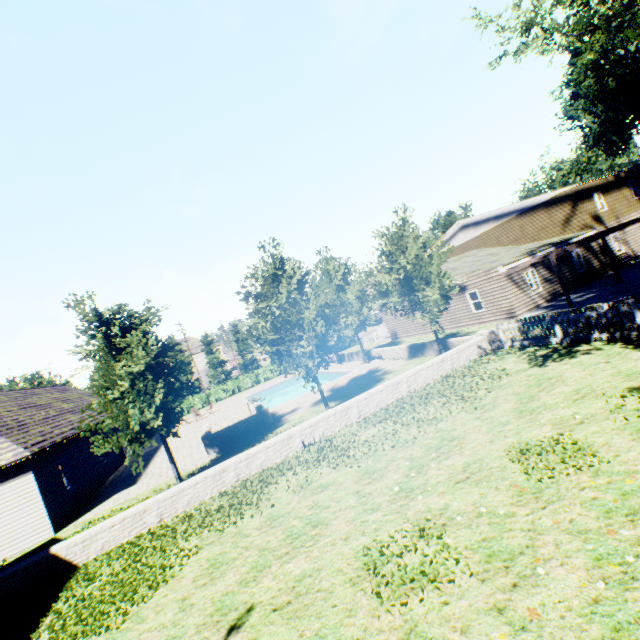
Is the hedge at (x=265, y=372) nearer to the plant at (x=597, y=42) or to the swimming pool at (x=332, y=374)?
the swimming pool at (x=332, y=374)

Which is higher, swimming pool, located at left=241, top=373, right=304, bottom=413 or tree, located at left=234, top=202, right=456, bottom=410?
tree, located at left=234, top=202, right=456, bottom=410

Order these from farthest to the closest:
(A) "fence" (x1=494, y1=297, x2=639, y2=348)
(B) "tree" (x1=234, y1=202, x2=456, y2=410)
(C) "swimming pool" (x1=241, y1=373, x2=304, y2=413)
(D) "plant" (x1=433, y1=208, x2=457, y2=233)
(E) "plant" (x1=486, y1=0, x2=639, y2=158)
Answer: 1. (D) "plant" (x1=433, y1=208, x2=457, y2=233)
2. (C) "swimming pool" (x1=241, y1=373, x2=304, y2=413)
3. (E) "plant" (x1=486, y1=0, x2=639, y2=158)
4. (B) "tree" (x1=234, y1=202, x2=456, y2=410)
5. (A) "fence" (x1=494, y1=297, x2=639, y2=348)

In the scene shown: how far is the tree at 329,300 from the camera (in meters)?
13.55

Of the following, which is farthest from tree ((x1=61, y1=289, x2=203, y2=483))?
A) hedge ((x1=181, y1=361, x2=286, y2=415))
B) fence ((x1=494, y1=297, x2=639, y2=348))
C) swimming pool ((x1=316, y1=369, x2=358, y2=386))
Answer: hedge ((x1=181, y1=361, x2=286, y2=415))

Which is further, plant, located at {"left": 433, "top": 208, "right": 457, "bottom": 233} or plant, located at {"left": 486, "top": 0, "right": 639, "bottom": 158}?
plant, located at {"left": 433, "top": 208, "right": 457, "bottom": 233}

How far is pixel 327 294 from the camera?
14.1 meters

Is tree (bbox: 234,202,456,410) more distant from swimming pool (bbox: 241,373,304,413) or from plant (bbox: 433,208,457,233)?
plant (bbox: 433,208,457,233)
